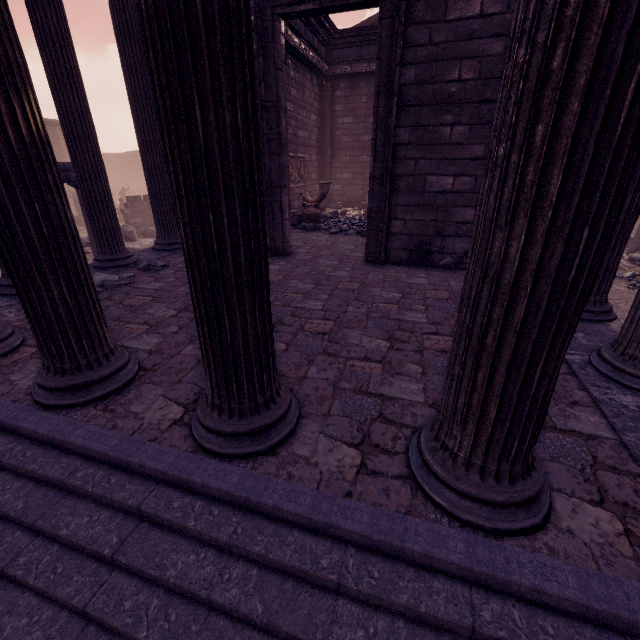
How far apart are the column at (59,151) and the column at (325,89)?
21.4m

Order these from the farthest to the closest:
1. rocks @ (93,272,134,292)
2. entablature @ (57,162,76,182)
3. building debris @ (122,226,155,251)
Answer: building debris @ (122,226,155,251) → entablature @ (57,162,76,182) → rocks @ (93,272,134,292)

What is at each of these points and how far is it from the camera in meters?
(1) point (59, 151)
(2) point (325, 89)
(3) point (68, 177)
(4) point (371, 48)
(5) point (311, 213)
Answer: (1) column, 23.4 m
(2) column, 12.8 m
(3) entablature, 9.2 m
(4) entablature, 11.5 m
(5) sculpture, 9.3 m

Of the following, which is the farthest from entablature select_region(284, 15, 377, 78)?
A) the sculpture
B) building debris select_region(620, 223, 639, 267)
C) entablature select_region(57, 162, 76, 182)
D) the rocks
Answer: building debris select_region(620, 223, 639, 267)

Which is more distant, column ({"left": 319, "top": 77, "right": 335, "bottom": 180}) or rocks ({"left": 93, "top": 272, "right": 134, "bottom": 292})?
column ({"left": 319, "top": 77, "right": 335, "bottom": 180})

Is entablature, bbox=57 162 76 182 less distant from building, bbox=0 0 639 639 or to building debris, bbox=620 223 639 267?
building, bbox=0 0 639 639

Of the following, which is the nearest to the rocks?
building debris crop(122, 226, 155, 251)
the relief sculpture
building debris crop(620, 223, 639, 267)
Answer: building debris crop(122, 226, 155, 251)

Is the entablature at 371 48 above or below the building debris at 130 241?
above
